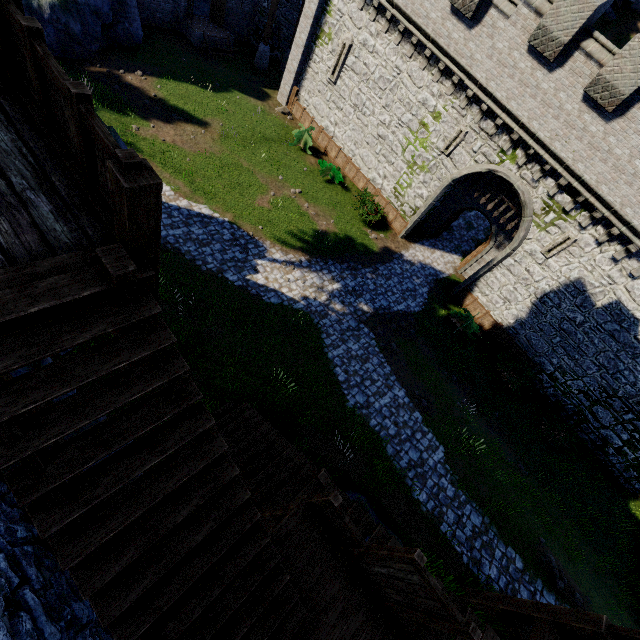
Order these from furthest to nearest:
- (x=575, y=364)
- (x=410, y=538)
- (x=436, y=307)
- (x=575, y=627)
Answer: (x=436, y=307)
(x=575, y=364)
(x=410, y=538)
(x=575, y=627)

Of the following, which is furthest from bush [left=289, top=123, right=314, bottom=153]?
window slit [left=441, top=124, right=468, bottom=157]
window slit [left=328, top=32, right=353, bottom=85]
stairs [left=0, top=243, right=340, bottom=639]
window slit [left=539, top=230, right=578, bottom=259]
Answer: stairs [left=0, top=243, right=340, bottom=639]

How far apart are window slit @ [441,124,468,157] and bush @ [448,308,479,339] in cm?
816

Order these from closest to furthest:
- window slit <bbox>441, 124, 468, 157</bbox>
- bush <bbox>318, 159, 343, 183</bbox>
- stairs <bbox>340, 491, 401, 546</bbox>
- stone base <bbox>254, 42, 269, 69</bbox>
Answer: stairs <bbox>340, 491, 401, 546</bbox>
window slit <bbox>441, 124, 468, 157</bbox>
bush <bbox>318, 159, 343, 183</bbox>
stone base <bbox>254, 42, 269, 69</bbox>

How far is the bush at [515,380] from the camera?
17.3m

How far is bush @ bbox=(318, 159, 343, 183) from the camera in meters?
20.2 m

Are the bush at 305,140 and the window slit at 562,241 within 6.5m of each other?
no

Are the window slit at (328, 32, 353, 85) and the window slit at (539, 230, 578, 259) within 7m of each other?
no
